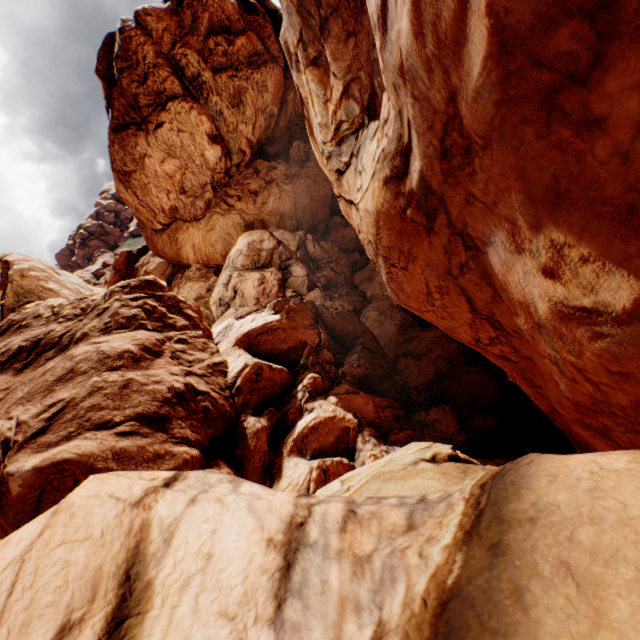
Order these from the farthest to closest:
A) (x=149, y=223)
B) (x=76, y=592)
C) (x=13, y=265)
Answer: (x=149, y=223) → (x=13, y=265) → (x=76, y=592)
